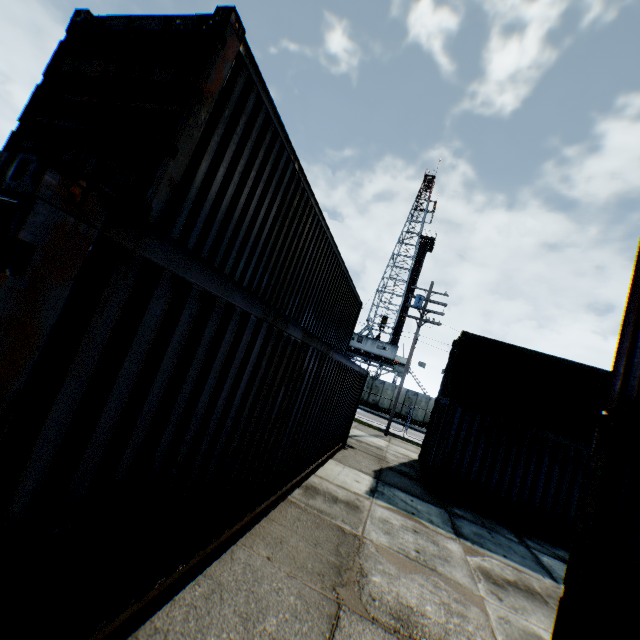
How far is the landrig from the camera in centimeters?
4028cm

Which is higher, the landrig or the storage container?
the landrig

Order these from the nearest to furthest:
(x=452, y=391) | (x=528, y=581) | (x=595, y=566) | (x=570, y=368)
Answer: (x=595, y=566) < (x=528, y=581) < (x=570, y=368) < (x=452, y=391)

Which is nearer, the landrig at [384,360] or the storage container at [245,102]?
the storage container at [245,102]

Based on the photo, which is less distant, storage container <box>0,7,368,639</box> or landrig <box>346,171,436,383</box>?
storage container <box>0,7,368,639</box>

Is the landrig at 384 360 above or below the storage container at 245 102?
above
